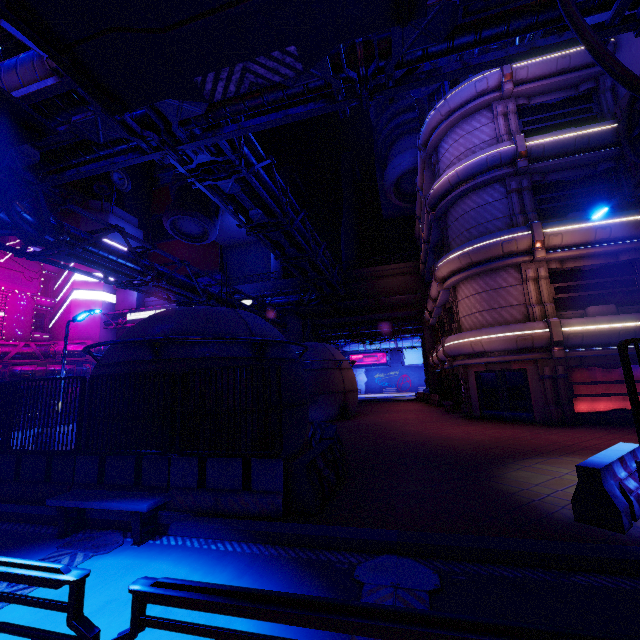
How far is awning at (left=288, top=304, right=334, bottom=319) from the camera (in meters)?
33.17

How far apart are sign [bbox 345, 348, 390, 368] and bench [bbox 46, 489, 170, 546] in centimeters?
4949cm

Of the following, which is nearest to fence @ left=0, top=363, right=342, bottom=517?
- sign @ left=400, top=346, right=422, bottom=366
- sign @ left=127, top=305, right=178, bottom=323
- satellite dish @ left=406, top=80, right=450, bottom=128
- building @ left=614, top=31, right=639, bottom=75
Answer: building @ left=614, top=31, right=639, bottom=75

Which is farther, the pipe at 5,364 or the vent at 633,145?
the pipe at 5,364

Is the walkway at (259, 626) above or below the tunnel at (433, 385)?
below

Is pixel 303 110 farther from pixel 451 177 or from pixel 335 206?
pixel 335 206

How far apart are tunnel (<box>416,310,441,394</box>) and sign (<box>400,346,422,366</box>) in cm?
1629

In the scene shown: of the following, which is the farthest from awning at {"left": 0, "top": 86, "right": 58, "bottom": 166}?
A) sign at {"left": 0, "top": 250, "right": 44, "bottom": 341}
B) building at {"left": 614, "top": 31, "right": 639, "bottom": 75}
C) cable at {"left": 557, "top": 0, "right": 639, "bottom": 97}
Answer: sign at {"left": 0, "top": 250, "right": 44, "bottom": 341}
